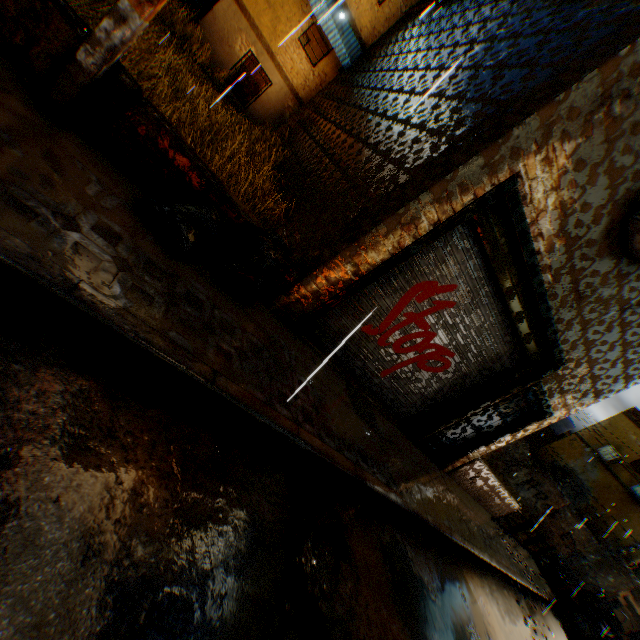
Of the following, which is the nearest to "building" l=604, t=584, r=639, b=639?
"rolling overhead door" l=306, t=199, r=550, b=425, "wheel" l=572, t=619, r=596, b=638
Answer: "rolling overhead door" l=306, t=199, r=550, b=425

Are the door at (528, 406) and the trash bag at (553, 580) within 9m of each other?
yes

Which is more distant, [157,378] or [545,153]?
[545,153]

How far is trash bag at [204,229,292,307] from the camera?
3.5 meters

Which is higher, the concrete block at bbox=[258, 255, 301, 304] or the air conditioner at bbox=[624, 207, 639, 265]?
the air conditioner at bbox=[624, 207, 639, 265]

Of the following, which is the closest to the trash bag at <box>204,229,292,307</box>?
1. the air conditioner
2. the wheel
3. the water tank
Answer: the air conditioner

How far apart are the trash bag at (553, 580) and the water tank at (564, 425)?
21.6m

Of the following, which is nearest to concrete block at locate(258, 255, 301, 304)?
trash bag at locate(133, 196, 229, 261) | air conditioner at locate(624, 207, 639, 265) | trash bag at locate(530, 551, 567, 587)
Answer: trash bag at locate(133, 196, 229, 261)
